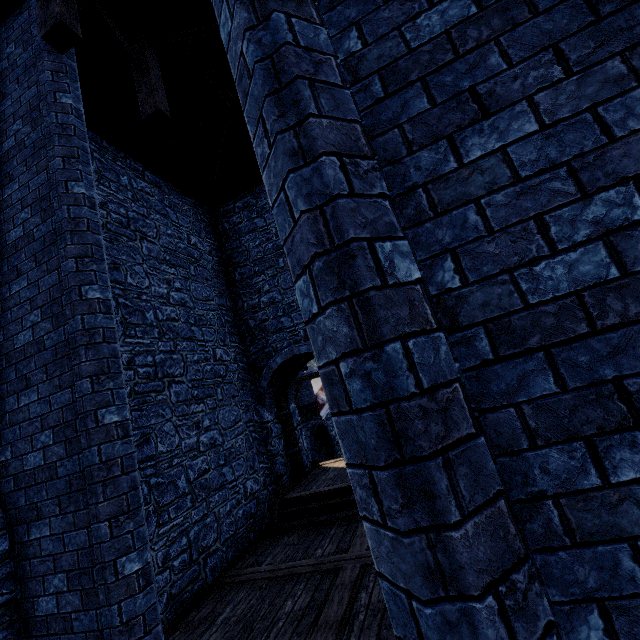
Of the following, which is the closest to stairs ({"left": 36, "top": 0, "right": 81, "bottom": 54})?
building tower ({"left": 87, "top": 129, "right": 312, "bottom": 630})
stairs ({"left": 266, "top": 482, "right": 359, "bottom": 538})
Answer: building tower ({"left": 87, "top": 129, "right": 312, "bottom": 630})

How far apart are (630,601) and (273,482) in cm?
895

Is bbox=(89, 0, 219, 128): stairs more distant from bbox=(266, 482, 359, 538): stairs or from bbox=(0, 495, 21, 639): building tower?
bbox=(266, 482, 359, 538): stairs

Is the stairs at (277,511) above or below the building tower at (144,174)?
below

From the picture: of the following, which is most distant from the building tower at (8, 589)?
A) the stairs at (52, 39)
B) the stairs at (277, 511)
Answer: the stairs at (52, 39)
